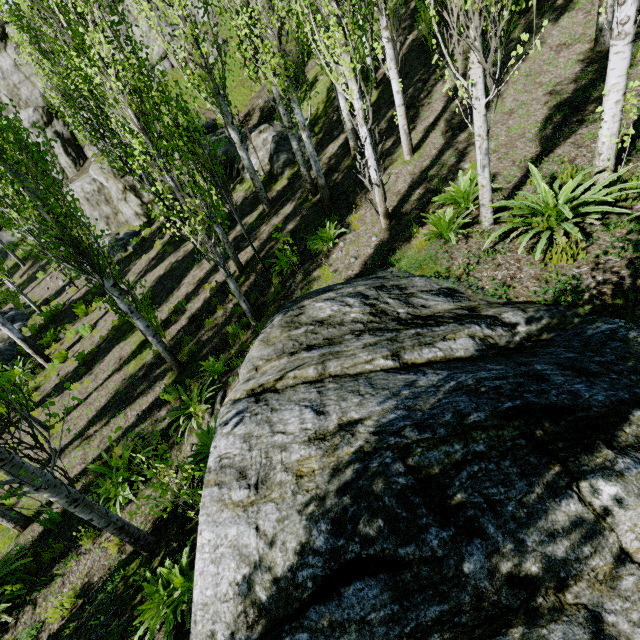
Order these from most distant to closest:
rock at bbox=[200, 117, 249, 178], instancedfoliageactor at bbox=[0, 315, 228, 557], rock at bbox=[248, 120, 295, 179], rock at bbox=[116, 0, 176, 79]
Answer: rock at bbox=[116, 0, 176, 79], rock at bbox=[200, 117, 249, 178], rock at bbox=[248, 120, 295, 179], instancedfoliageactor at bbox=[0, 315, 228, 557]

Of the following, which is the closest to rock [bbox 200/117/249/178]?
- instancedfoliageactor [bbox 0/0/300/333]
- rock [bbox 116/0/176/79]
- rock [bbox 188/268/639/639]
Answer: instancedfoliageactor [bbox 0/0/300/333]

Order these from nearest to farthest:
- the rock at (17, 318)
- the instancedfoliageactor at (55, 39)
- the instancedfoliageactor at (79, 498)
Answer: the instancedfoliageactor at (79, 498)
the instancedfoliageactor at (55, 39)
the rock at (17, 318)

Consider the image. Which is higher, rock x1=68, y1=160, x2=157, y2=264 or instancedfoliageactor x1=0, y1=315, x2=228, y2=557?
rock x1=68, y1=160, x2=157, y2=264

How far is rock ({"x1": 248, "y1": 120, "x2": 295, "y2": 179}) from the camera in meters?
13.5

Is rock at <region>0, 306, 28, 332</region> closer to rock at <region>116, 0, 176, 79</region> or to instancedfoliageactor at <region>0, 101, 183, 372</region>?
instancedfoliageactor at <region>0, 101, 183, 372</region>

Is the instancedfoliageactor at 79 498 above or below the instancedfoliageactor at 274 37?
A: below

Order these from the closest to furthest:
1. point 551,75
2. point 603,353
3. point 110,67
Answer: point 603,353, point 110,67, point 551,75
